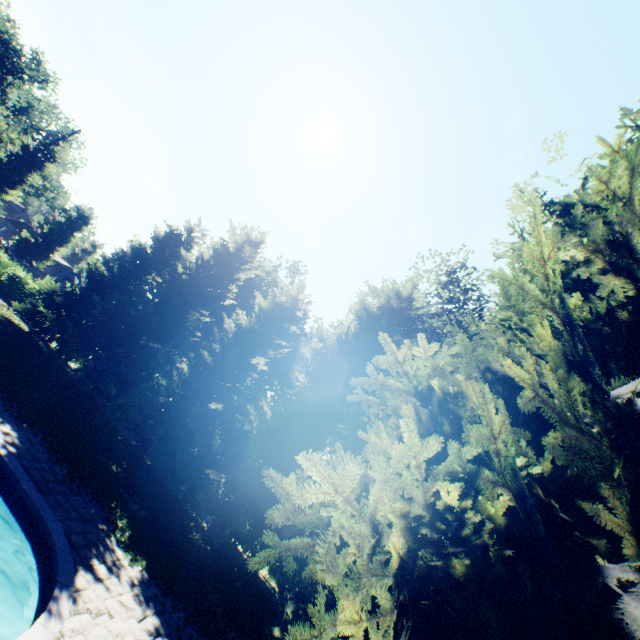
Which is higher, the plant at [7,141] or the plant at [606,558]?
the plant at [7,141]

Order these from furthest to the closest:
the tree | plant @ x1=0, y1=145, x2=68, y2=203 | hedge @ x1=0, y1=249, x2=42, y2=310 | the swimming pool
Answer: plant @ x1=0, y1=145, x2=68, y2=203
hedge @ x1=0, y1=249, x2=42, y2=310
the tree
the swimming pool

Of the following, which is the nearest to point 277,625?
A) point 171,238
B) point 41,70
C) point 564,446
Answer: point 564,446

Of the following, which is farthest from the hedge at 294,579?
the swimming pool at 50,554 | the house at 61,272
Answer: the house at 61,272

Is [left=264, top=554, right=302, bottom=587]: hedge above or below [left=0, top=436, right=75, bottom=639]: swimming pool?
above

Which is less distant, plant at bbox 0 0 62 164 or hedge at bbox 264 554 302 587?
hedge at bbox 264 554 302 587

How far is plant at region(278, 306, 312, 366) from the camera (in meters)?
40.47

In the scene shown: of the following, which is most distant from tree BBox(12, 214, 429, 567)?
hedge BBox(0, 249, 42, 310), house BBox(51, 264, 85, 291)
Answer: house BBox(51, 264, 85, 291)
